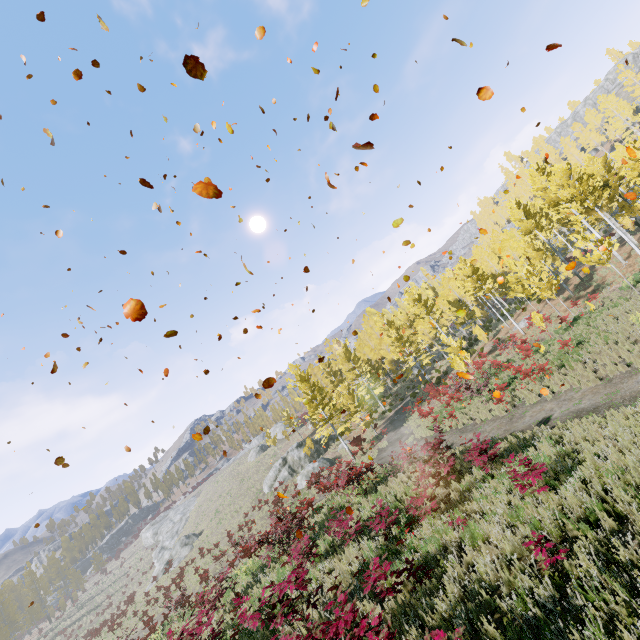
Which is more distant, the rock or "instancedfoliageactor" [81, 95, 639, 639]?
the rock

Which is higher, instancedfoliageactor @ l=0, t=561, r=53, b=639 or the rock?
instancedfoliageactor @ l=0, t=561, r=53, b=639

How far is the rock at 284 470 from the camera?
33.09m

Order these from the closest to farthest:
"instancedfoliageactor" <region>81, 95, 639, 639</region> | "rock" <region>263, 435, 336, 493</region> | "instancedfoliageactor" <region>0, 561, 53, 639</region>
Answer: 1. "instancedfoliageactor" <region>81, 95, 639, 639</region>
2. "rock" <region>263, 435, 336, 493</region>
3. "instancedfoliageactor" <region>0, 561, 53, 639</region>

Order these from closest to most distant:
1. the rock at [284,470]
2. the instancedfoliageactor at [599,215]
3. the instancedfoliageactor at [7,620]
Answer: the instancedfoliageactor at [599,215], the rock at [284,470], the instancedfoliageactor at [7,620]

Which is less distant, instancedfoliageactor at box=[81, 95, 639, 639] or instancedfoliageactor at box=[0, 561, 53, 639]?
instancedfoliageactor at box=[81, 95, 639, 639]

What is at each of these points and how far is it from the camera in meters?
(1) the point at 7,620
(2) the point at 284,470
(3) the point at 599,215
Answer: (1) instancedfoliageactor, 51.2 m
(2) rock, 37.9 m
(3) instancedfoliageactor, 26.8 m

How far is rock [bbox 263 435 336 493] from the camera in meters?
33.1
